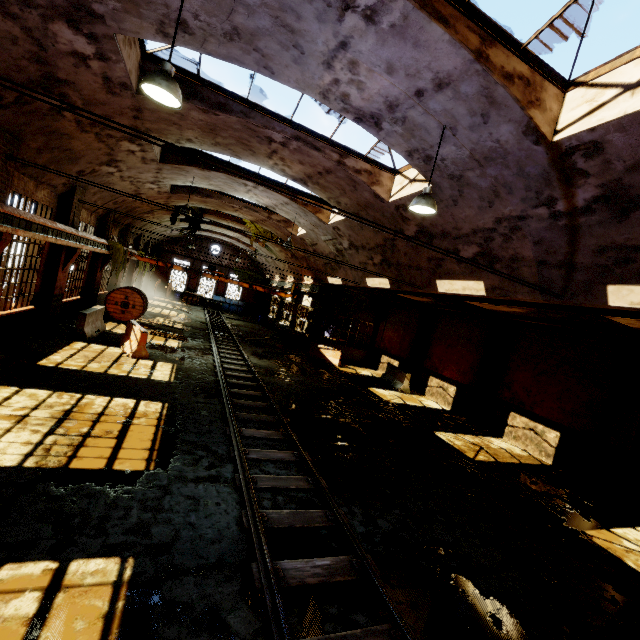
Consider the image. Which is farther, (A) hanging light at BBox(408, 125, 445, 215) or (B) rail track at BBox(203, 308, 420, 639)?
(A) hanging light at BBox(408, 125, 445, 215)

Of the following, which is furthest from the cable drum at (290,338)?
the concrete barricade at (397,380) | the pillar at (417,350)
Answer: the pillar at (417,350)

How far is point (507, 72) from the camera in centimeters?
493cm

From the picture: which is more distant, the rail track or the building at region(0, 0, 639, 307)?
the building at region(0, 0, 639, 307)

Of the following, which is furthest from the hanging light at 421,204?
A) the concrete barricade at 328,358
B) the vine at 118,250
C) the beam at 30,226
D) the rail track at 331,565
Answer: the vine at 118,250

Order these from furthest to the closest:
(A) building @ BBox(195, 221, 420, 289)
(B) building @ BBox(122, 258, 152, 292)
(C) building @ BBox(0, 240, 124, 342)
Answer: (B) building @ BBox(122, 258, 152, 292) → (A) building @ BBox(195, 221, 420, 289) → (C) building @ BBox(0, 240, 124, 342)

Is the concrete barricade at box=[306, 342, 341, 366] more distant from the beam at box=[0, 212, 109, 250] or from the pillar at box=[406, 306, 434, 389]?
the beam at box=[0, 212, 109, 250]

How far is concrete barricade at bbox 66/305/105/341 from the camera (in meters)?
11.94
